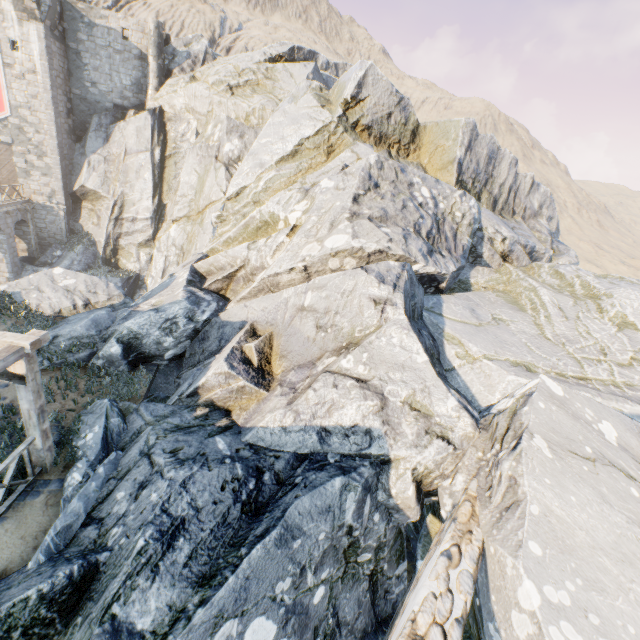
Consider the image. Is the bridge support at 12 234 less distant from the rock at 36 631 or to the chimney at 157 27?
the rock at 36 631

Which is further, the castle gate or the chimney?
the chimney

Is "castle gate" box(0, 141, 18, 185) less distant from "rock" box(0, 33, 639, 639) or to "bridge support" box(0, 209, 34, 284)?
"bridge support" box(0, 209, 34, 284)

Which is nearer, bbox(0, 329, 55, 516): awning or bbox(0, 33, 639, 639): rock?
bbox(0, 33, 639, 639): rock

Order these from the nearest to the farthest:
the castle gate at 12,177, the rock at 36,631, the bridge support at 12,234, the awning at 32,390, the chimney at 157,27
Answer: the rock at 36,631 → the awning at 32,390 → the bridge support at 12,234 → the castle gate at 12,177 → the chimney at 157,27

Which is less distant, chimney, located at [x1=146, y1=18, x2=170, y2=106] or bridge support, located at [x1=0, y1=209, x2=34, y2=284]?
bridge support, located at [x1=0, y1=209, x2=34, y2=284]

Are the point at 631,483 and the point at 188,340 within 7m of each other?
no

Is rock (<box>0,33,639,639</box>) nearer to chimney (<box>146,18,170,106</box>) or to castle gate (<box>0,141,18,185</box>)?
chimney (<box>146,18,170,106</box>)
